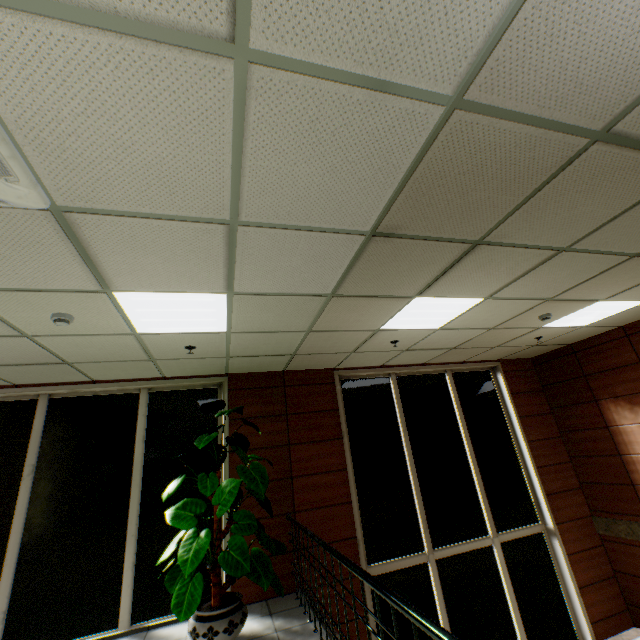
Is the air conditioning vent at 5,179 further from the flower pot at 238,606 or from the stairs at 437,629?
the flower pot at 238,606

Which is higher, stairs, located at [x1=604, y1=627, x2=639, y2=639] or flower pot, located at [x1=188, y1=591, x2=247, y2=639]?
flower pot, located at [x1=188, y1=591, x2=247, y2=639]

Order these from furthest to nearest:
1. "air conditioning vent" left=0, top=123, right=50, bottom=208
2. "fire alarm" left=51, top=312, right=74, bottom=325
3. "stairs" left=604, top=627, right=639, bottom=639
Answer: "stairs" left=604, top=627, right=639, bottom=639, "fire alarm" left=51, top=312, right=74, bottom=325, "air conditioning vent" left=0, top=123, right=50, bottom=208

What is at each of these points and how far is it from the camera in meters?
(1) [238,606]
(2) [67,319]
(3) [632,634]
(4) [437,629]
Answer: (1) flower pot, 3.6 m
(2) fire alarm, 3.0 m
(3) stairs, 5.6 m
(4) stairs, 1.5 m

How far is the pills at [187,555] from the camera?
3.34m

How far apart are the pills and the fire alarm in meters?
1.9

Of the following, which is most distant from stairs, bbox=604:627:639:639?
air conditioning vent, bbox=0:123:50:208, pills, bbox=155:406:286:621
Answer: air conditioning vent, bbox=0:123:50:208

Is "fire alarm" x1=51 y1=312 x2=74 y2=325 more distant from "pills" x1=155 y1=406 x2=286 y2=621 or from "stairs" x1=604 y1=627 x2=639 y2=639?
"stairs" x1=604 y1=627 x2=639 y2=639
